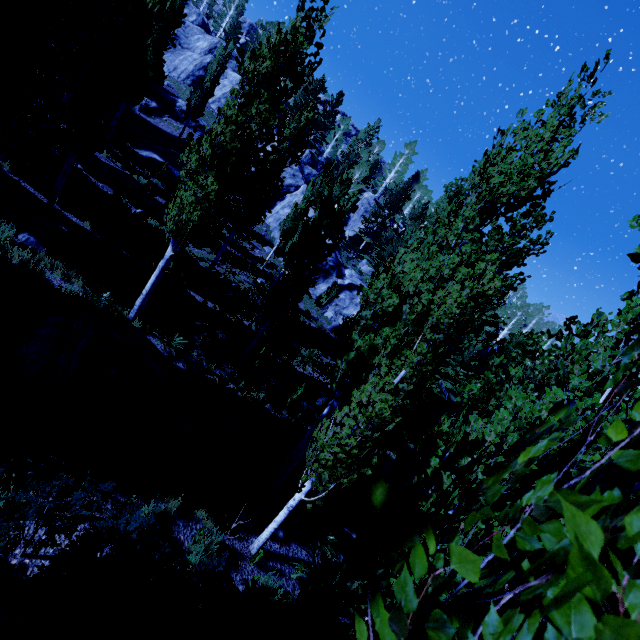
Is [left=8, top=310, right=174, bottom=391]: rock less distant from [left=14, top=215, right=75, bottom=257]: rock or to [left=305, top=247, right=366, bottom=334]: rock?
[left=14, top=215, right=75, bottom=257]: rock

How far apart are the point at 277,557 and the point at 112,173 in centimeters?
1911cm

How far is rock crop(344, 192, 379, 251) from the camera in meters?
42.5

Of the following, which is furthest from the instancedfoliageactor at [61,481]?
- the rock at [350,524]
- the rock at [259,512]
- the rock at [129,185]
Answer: the rock at [259,512]

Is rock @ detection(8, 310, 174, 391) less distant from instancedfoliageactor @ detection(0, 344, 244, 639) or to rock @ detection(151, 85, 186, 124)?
instancedfoliageactor @ detection(0, 344, 244, 639)

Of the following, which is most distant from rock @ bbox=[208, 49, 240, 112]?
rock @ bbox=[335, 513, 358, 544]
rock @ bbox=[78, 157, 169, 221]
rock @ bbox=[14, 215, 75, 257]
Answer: rock @ bbox=[14, 215, 75, 257]

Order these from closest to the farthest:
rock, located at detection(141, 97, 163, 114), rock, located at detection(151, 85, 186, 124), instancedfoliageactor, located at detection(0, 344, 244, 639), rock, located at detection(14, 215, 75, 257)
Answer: instancedfoliageactor, located at detection(0, 344, 244, 639)
rock, located at detection(14, 215, 75, 257)
rock, located at detection(141, 97, 163, 114)
rock, located at detection(151, 85, 186, 124)

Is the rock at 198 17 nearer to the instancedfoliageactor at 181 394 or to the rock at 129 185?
the instancedfoliageactor at 181 394
